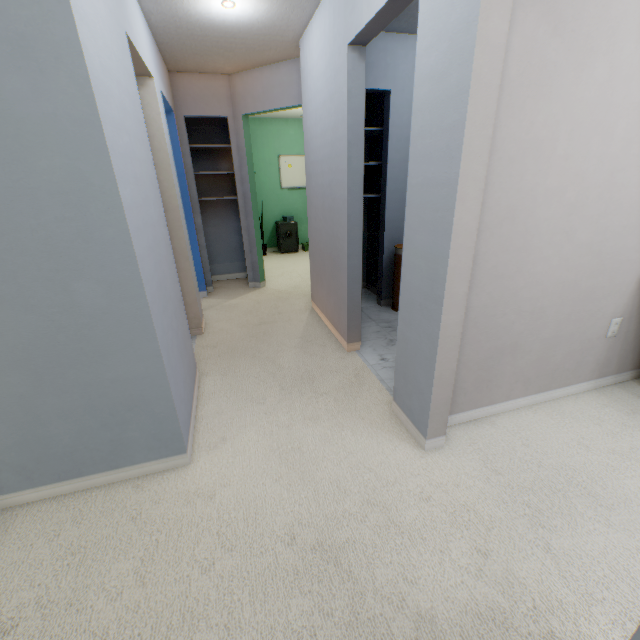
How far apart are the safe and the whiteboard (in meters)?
0.74

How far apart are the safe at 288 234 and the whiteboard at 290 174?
0.7m

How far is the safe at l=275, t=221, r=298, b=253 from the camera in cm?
649

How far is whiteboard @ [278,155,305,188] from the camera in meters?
6.4 m

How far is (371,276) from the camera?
4.2 meters

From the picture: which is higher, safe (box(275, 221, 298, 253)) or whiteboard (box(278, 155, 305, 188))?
whiteboard (box(278, 155, 305, 188))

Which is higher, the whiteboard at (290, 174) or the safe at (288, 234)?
the whiteboard at (290, 174)
